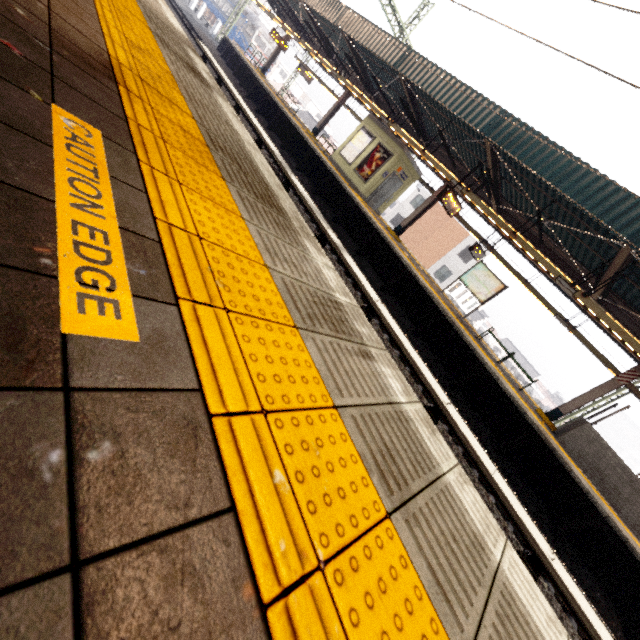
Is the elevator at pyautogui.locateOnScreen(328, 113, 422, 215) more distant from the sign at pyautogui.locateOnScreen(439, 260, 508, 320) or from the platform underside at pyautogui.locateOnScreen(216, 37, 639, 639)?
the sign at pyautogui.locateOnScreen(439, 260, 508, 320)

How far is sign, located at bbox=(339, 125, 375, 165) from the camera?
16.1 meters

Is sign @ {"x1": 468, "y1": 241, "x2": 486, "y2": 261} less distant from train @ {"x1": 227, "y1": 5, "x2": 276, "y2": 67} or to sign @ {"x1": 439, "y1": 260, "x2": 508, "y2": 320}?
sign @ {"x1": 439, "y1": 260, "x2": 508, "y2": 320}

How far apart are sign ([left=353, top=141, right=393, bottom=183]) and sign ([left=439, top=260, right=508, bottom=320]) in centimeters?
639cm

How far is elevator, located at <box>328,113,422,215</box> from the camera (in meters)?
15.29

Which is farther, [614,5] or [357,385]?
[614,5]

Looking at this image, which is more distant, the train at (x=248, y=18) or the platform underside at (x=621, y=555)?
the train at (x=248, y=18)

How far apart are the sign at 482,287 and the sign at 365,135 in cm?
802
